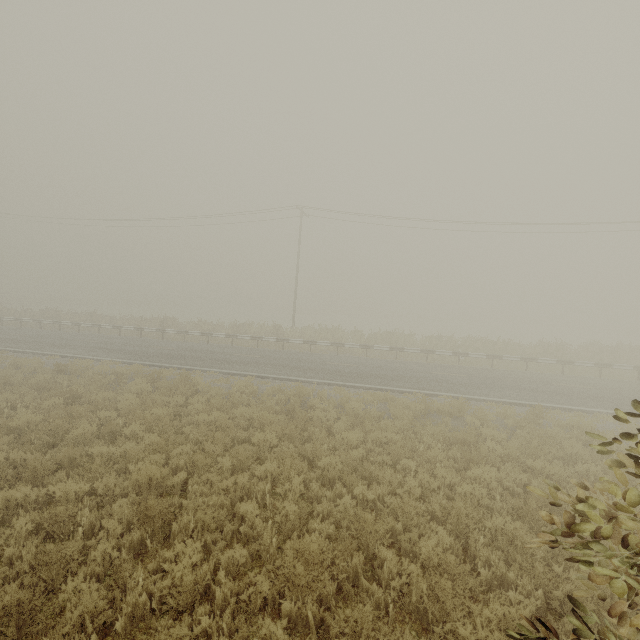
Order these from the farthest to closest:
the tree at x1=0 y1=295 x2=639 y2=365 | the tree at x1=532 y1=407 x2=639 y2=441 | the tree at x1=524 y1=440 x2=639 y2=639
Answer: the tree at x1=0 y1=295 x2=639 y2=365 → the tree at x1=532 y1=407 x2=639 y2=441 → the tree at x1=524 y1=440 x2=639 y2=639

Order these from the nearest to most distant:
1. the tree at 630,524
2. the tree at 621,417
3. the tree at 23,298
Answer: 1. the tree at 630,524
2. the tree at 621,417
3. the tree at 23,298

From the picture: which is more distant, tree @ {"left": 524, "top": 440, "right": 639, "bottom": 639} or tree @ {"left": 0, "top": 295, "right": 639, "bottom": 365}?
tree @ {"left": 0, "top": 295, "right": 639, "bottom": 365}

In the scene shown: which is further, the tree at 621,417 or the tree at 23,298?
the tree at 23,298

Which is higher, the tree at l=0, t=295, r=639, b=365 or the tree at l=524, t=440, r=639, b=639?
the tree at l=524, t=440, r=639, b=639

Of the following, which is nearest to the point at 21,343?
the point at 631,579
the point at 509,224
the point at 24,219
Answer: the point at 24,219

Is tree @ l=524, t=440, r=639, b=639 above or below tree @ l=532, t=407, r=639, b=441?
below
